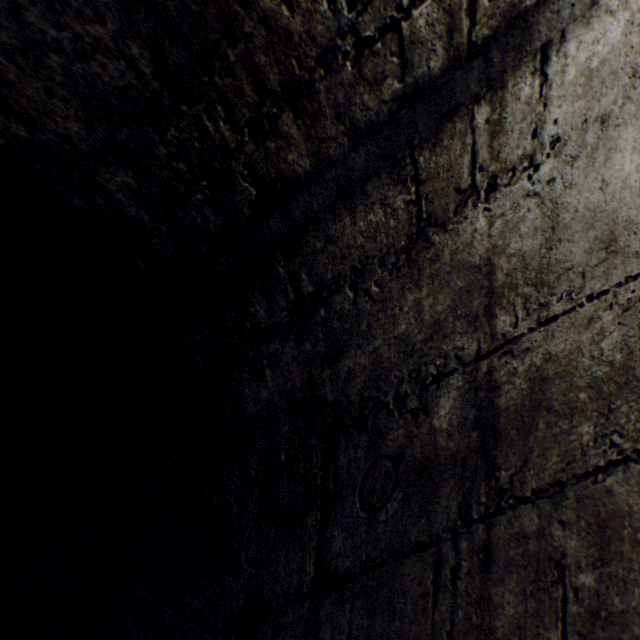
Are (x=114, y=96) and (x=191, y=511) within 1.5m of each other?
yes
